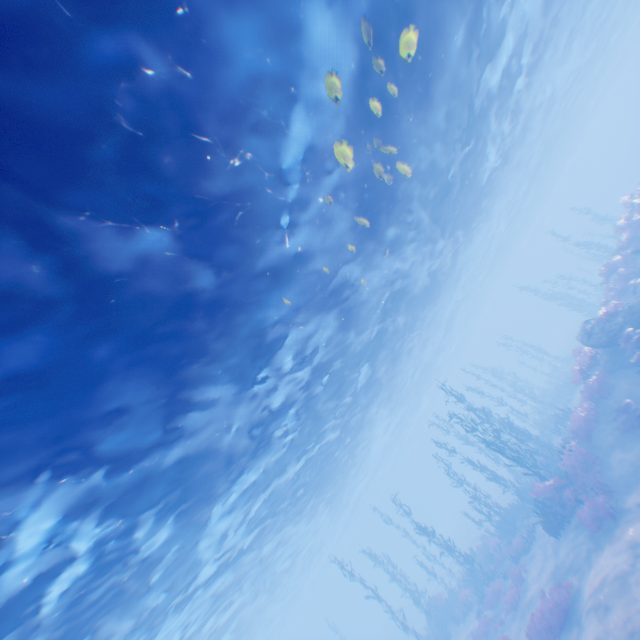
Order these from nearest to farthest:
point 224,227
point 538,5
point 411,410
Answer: point 224,227
point 538,5
point 411,410

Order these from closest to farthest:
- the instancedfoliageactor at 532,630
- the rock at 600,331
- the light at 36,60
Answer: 1. the light at 36,60
2. the instancedfoliageactor at 532,630
3. the rock at 600,331

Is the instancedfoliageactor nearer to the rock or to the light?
the rock

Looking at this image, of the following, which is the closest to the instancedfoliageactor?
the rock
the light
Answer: the rock

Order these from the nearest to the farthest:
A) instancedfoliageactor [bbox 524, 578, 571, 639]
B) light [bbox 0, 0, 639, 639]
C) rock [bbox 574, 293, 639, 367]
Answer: light [bbox 0, 0, 639, 639] → instancedfoliageactor [bbox 524, 578, 571, 639] → rock [bbox 574, 293, 639, 367]

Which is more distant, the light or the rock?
the rock

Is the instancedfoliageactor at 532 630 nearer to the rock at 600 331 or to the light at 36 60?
the rock at 600 331
